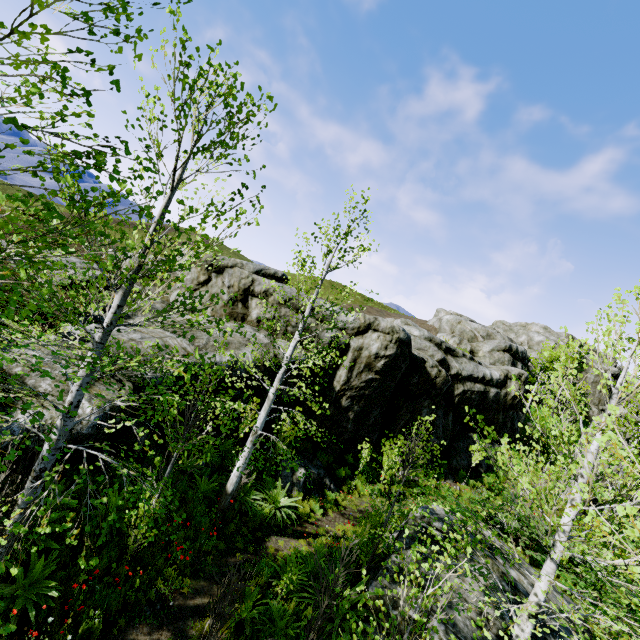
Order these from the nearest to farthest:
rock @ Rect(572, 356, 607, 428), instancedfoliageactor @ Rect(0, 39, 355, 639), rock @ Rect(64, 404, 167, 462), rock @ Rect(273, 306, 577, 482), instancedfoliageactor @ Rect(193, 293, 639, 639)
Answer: instancedfoliageactor @ Rect(0, 39, 355, 639)
instancedfoliageactor @ Rect(193, 293, 639, 639)
rock @ Rect(64, 404, 167, 462)
rock @ Rect(273, 306, 577, 482)
rock @ Rect(572, 356, 607, 428)

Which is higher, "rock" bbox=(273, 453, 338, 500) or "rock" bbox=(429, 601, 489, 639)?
"rock" bbox=(429, 601, 489, 639)

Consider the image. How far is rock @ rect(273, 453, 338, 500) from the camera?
12.6m

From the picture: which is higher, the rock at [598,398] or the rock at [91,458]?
the rock at [598,398]

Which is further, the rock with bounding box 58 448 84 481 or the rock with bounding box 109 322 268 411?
the rock with bounding box 109 322 268 411

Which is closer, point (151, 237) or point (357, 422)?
point (151, 237)
